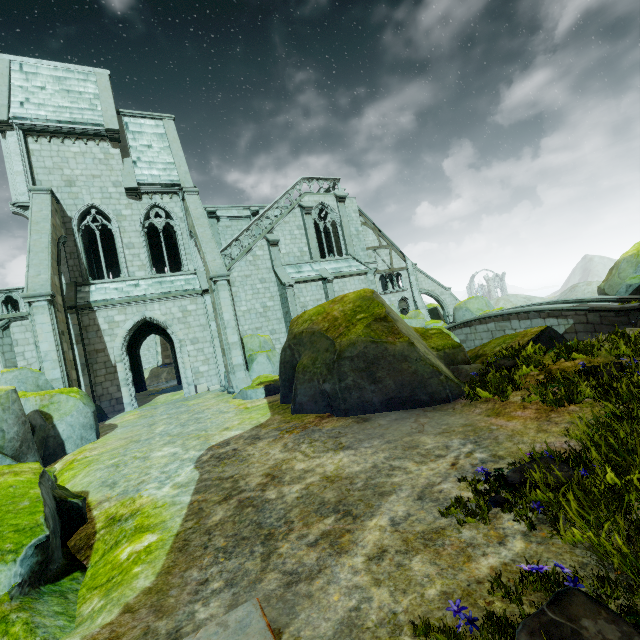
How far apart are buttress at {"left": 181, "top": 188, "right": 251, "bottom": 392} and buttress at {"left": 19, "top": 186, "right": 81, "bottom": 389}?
5.88m

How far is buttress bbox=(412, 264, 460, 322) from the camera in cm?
3297

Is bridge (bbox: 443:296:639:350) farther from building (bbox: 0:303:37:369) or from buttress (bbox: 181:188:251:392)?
buttress (bbox: 181:188:251:392)

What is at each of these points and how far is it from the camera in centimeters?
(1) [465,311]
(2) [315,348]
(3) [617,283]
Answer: (1) rock, 2797cm
(2) rock, 970cm
(3) rock, 2020cm

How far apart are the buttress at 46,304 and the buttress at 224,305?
5.88m

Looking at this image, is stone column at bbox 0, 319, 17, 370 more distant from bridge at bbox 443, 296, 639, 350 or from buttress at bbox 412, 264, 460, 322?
buttress at bbox 412, 264, 460, 322

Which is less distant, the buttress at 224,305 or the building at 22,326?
the buttress at 224,305

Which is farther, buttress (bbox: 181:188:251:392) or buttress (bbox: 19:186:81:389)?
buttress (bbox: 181:188:251:392)
